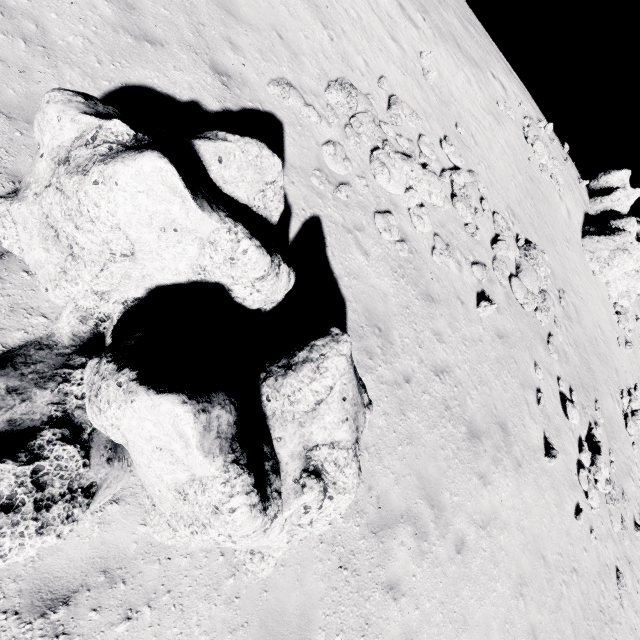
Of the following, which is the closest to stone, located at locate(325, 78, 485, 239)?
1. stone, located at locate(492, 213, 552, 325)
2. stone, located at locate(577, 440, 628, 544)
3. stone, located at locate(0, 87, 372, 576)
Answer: stone, located at locate(492, 213, 552, 325)

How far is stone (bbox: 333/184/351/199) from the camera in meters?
8.4 m

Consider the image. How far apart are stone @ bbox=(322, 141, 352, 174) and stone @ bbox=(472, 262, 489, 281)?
5.86m

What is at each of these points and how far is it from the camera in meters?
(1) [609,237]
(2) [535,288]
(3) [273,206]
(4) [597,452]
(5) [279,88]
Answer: (1) stone, 20.4 m
(2) stone, 14.0 m
(3) stone, 4.8 m
(4) stone, 13.9 m
(5) stone, 8.1 m

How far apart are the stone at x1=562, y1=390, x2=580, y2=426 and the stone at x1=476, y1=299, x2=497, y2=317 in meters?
5.9 m

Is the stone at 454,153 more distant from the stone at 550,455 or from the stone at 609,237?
the stone at 609,237

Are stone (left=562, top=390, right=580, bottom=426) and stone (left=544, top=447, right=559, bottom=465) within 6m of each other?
yes

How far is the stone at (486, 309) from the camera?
11.1 meters
